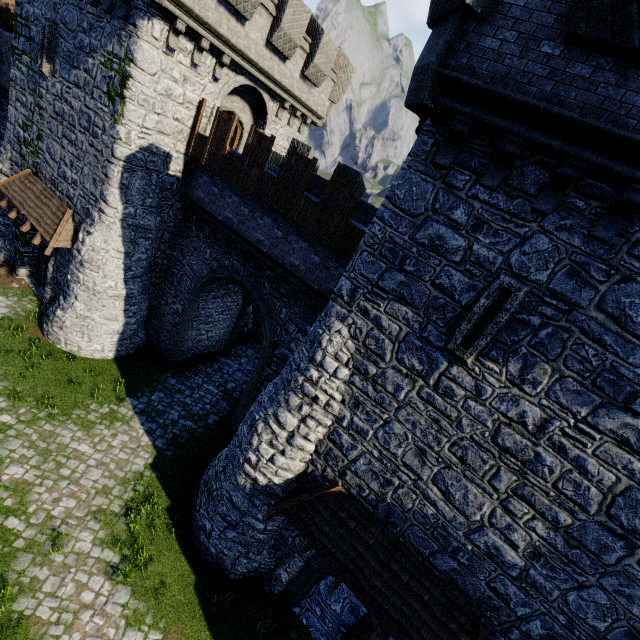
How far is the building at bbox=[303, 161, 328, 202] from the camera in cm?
1178

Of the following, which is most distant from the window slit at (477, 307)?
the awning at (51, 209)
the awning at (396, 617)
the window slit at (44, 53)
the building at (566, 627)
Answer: the window slit at (44, 53)

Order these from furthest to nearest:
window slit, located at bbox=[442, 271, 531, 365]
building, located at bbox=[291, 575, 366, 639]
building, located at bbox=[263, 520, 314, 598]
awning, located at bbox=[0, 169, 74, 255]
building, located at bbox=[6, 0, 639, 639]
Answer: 1. awning, located at bbox=[0, 169, 74, 255]
2. building, located at bbox=[291, 575, 366, 639]
3. building, located at bbox=[263, 520, 314, 598]
4. window slit, located at bbox=[442, 271, 531, 365]
5. building, located at bbox=[6, 0, 639, 639]

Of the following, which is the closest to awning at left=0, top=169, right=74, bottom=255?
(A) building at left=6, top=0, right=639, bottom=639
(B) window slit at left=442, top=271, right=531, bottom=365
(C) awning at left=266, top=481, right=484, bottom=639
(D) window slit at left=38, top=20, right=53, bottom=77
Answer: (A) building at left=6, top=0, right=639, bottom=639

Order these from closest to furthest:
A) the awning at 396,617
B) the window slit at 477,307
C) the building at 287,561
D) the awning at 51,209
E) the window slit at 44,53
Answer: the window slit at 477,307, the awning at 396,617, the building at 287,561, the window slit at 44,53, the awning at 51,209

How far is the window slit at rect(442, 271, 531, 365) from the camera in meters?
6.1

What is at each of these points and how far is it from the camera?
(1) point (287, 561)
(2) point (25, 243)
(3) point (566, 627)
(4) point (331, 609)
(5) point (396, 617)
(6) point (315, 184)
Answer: (1) building, 10.0 meters
(2) building, 16.6 meters
(3) building, 6.5 meters
(4) building, 10.9 meters
(5) awning, 7.5 meters
(6) building, 15.0 meters

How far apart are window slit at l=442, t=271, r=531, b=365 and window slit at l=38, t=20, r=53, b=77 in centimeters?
1864cm
